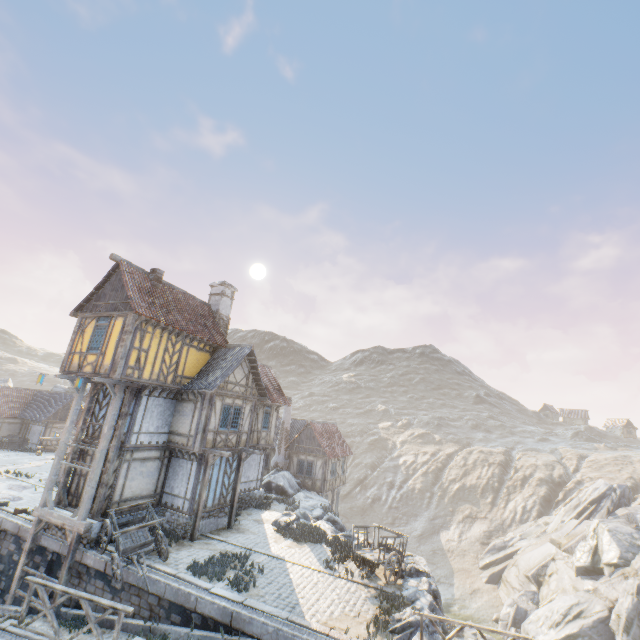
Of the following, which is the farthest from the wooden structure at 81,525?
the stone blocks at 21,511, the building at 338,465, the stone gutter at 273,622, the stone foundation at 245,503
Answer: the building at 338,465

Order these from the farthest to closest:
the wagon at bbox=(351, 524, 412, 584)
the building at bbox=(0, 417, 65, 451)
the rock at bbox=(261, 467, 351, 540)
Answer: the building at bbox=(0, 417, 65, 451) → the rock at bbox=(261, 467, 351, 540) → the wagon at bbox=(351, 524, 412, 584)

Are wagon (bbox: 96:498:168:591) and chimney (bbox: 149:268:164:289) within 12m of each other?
yes

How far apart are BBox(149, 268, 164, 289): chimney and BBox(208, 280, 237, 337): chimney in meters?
4.6 m

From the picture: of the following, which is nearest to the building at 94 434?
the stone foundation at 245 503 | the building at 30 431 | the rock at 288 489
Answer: the stone foundation at 245 503

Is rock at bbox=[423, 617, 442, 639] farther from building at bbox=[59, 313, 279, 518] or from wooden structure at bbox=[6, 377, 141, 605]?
wooden structure at bbox=[6, 377, 141, 605]

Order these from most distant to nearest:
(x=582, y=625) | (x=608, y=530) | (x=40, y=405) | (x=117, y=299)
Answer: (x=40, y=405) → (x=608, y=530) → (x=582, y=625) → (x=117, y=299)

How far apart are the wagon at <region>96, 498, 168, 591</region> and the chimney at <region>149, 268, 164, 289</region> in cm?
1046
